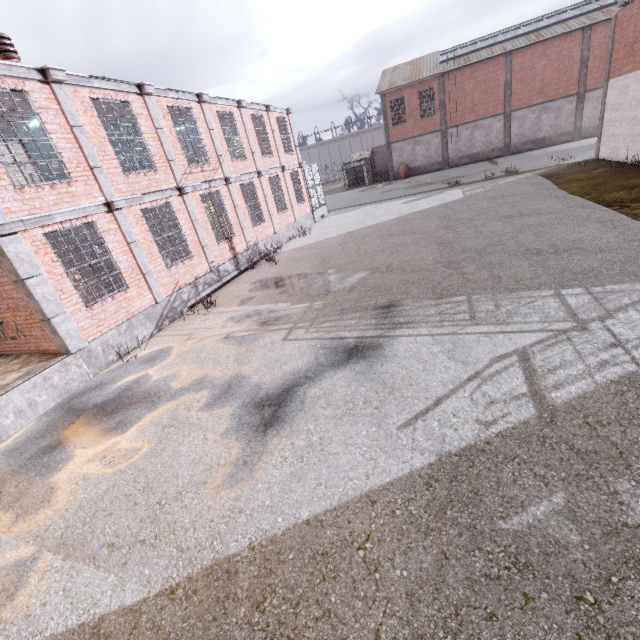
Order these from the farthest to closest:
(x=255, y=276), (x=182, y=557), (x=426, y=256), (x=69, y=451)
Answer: (x=255, y=276) → (x=426, y=256) → (x=69, y=451) → (x=182, y=557)

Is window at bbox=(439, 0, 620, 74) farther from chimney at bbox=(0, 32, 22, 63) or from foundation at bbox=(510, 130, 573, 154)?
chimney at bbox=(0, 32, 22, 63)

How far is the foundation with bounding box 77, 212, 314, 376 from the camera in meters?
8.7

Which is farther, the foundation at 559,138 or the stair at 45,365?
the foundation at 559,138

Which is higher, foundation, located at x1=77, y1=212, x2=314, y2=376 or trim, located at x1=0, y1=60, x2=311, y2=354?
trim, located at x1=0, y1=60, x2=311, y2=354

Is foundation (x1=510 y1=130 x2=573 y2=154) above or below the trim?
below

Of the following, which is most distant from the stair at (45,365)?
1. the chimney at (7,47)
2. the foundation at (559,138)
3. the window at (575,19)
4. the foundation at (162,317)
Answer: the foundation at (559,138)

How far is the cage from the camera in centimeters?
2227cm
